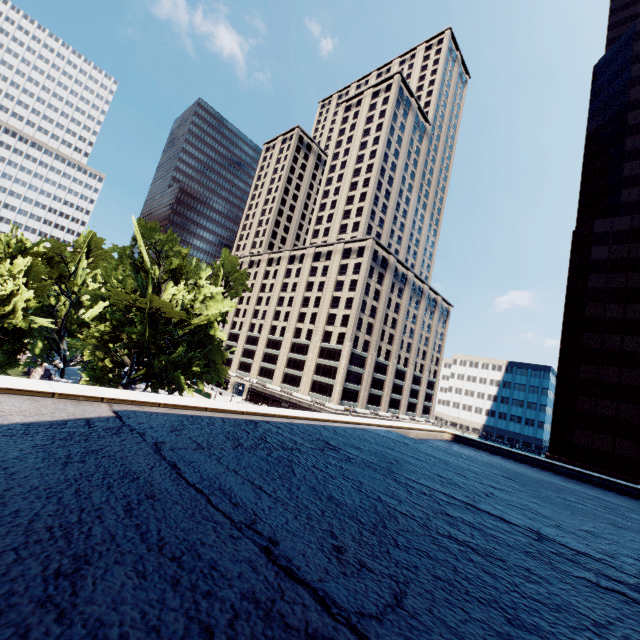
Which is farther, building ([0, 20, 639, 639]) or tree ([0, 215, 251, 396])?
tree ([0, 215, 251, 396])

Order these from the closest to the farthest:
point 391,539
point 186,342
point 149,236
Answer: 1. point 391,539
2. point 149,236
3. point 186,342

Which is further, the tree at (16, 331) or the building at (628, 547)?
the tree at (16, 331)
